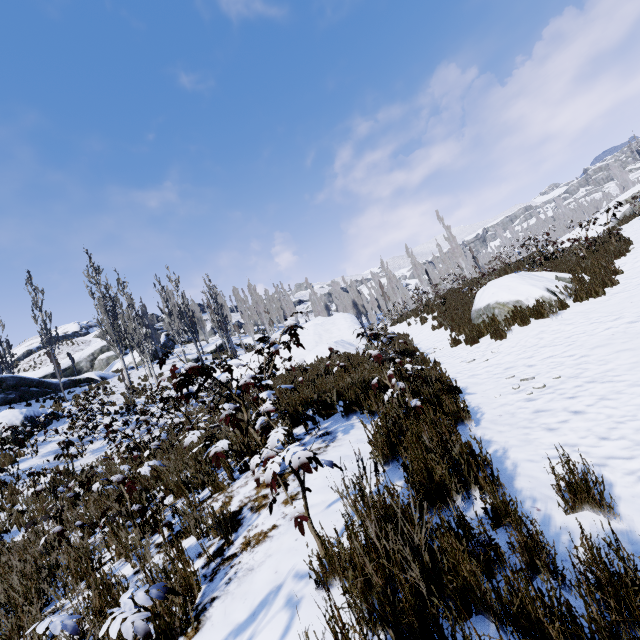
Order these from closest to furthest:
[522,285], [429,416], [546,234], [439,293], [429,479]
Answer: [429,479] < [429,416] < [522,285] < [546,234] < [439,293]

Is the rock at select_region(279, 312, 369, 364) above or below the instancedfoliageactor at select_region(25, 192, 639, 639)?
above

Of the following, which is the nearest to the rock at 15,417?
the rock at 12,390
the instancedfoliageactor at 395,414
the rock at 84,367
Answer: the rock at 12,390

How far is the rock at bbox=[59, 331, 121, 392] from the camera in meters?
23.5 m

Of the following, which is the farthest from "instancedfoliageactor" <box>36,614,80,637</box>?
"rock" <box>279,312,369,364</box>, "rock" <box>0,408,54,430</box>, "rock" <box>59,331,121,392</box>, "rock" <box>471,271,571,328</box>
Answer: "rock" <box>471,271,571,328</box>

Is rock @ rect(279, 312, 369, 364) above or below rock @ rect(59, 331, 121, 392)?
below

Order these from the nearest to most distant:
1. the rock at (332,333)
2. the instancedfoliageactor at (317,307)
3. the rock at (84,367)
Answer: the rock at (332,333)
the rock at (84,367)
the instancedfoliageactor at (317,307)

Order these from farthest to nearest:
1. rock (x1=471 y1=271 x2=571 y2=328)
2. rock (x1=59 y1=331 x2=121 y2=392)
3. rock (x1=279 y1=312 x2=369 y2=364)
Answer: rock (x1=59 y1=331 x2=121 y2=392) < rock (x1=279 y1=312 x2=369 y2=364) < rock (x1=471 y1=271 x2=571 y2=328)
